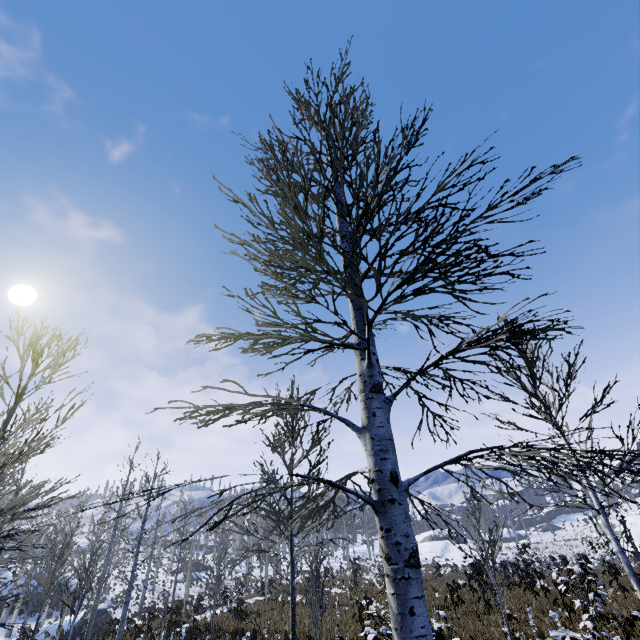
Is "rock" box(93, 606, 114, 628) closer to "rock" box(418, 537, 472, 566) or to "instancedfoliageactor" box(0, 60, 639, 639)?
"instancedfoliageactor" box(0, 60, 639, 639)

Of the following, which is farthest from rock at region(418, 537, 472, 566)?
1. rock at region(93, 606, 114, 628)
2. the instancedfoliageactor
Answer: rock at region(93, 606, 114, 628)

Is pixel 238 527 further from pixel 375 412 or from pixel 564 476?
pixel 564 476

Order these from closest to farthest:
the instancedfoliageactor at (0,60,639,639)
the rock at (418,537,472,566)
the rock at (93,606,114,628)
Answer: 1. the instancedfoliageactor at (0,60,639,639)
2. the rock at (93,606,114,628)
3. the rock at (418,537,472,566)

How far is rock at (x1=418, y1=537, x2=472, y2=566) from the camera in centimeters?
4395cm

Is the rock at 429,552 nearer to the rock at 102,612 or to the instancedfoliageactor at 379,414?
the instancedfoliageactor at 379,414

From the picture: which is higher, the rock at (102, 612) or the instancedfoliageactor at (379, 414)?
the instancedfoliageactor at (379, 414)
